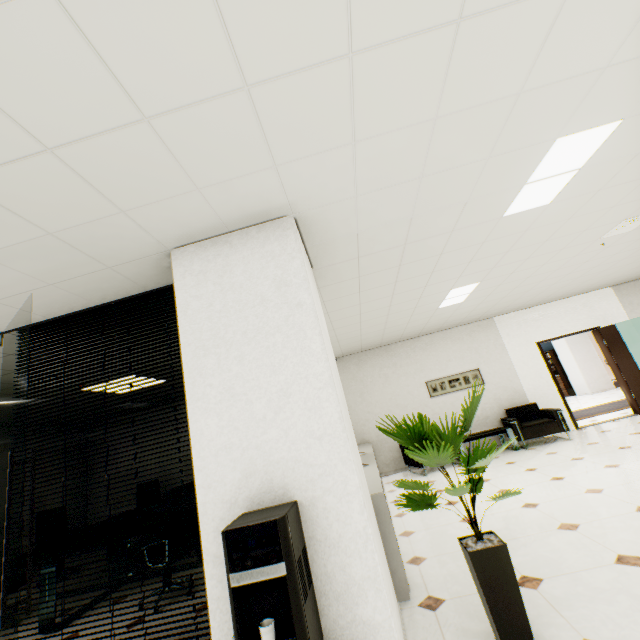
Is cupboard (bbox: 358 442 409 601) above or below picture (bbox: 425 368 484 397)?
below

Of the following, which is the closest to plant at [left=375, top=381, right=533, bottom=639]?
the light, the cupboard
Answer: the cupboard

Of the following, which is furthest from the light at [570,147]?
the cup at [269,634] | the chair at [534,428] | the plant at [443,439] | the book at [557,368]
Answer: the book at [557,368]

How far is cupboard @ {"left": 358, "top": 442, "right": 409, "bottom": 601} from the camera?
2.6 meters

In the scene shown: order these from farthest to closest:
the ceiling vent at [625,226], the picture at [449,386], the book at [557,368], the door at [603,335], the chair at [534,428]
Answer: the book at [557,368] < the picture at [449,386] < the door at [603,335] < the chair at [534,428] < the ceiling vent at [625,226]

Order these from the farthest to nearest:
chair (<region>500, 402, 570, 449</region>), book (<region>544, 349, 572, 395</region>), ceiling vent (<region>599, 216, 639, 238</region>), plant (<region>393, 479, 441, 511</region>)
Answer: book (<region>544, 349, 572, 395</region>) < chair (<region>500, 402, 570, 449</region>) < ceiling vent (<region>599, 216, 639, 238</region>) < plant (<region>393, 479, 441, 511</region>)

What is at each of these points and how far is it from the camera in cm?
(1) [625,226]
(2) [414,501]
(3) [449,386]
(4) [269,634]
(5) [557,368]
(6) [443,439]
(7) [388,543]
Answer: (1) ceiling vent, 435
(2) plant, 224
(3) picture, 797
(4) cup, 143
(5) book, 1522
(6) plant, 210
(7) cupboard, 271

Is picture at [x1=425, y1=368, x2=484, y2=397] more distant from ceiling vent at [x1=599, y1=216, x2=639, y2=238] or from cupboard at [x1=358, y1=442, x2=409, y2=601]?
ceiling vent at [x1=599, y1=216, x2=639, y2=238]
